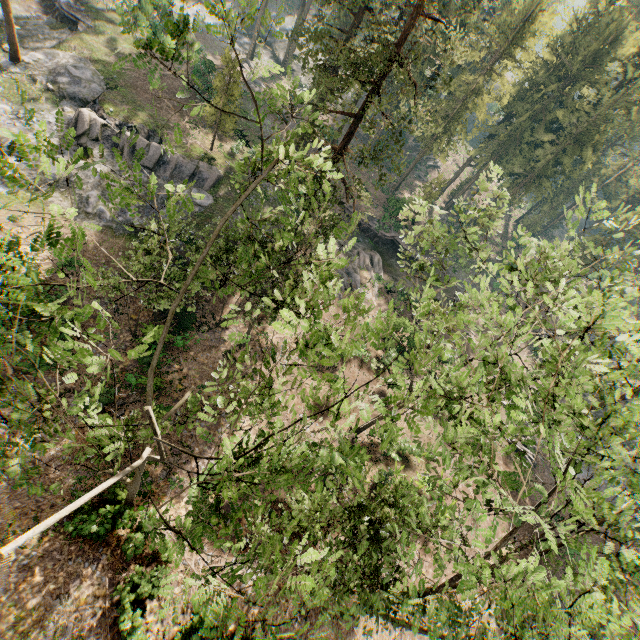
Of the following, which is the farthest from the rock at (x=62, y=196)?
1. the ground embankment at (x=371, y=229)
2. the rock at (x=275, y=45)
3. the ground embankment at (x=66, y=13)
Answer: the rock at (x=275, y=45)

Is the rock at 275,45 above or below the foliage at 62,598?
above

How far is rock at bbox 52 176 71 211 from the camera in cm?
2573

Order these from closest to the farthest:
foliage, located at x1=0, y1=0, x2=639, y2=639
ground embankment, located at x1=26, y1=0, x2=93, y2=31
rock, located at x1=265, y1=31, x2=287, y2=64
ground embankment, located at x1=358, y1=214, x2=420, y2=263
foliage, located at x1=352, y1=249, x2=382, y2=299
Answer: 1. foliage, located at x1=0, y1=0, x2=639, y2=639
2. ground embankment, located at x1=26, y1=0, x2=93, y2=31
3. foliage, located at x1=352, y1=249, x2=382, y2=299
4. ground embankment, located at x1=358, y1=214, x2=420, y2=263
5. rock, located at x1=265, y1=31, x2=287, y2=64

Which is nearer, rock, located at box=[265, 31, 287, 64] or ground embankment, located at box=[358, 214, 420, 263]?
ground embankment, located at box=[358, 214, 420, 263]

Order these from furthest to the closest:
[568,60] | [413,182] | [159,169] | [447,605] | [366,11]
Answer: [413,182]
[568,60]
[366,11]
[159,169]
[447,605]

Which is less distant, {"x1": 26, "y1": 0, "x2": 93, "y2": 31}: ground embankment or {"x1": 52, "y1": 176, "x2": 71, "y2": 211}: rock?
{"x1": 52, "y1": 176, "x2": 71, "y2": 211}: rock

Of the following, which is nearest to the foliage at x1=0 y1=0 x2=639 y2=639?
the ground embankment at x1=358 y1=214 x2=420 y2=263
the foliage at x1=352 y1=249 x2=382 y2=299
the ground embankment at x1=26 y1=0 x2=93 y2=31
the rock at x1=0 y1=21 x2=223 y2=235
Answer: the rock at x1=0 y1=21 x2=223 y2=235
